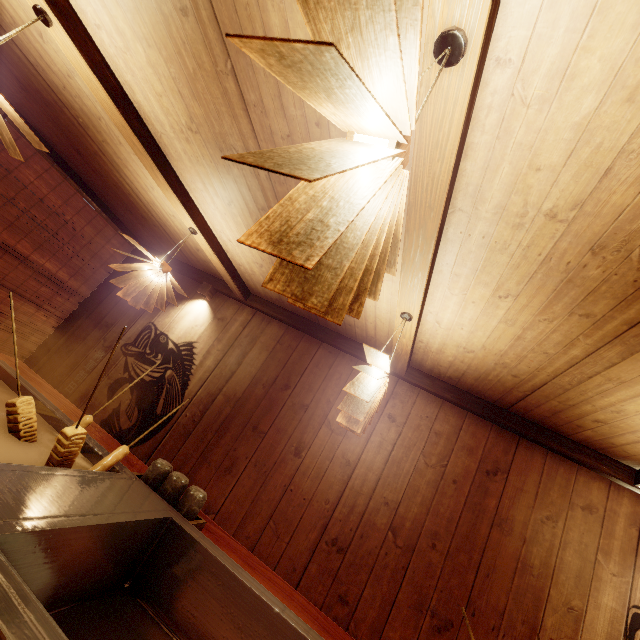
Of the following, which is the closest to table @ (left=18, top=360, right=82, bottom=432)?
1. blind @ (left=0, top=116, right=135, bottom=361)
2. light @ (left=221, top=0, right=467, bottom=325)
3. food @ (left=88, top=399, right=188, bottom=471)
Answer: food @ (left=88, top=399, right=188, bottom=471)

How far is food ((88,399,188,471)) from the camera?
2.74m

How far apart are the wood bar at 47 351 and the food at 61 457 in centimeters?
619cm

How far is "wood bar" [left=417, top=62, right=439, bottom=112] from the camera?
1.6 meters

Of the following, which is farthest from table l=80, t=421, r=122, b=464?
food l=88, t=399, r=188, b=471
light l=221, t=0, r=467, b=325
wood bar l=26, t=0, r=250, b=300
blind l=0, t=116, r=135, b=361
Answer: wood bar l=26, t=0, r=250, b=300

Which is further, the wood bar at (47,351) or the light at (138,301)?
the wood bar at (47,351)

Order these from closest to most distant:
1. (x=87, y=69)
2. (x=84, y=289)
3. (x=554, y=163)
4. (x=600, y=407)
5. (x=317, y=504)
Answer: (x=554, y=163)
(x=87, y=69)
(x=600, y=407)
(x=317, y=504)
(x=84, y=289)

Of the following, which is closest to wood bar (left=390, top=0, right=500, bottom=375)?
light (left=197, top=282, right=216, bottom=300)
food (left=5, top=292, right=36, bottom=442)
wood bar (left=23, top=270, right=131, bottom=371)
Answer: food (left=5, top=292, right=36, bottom=442)
